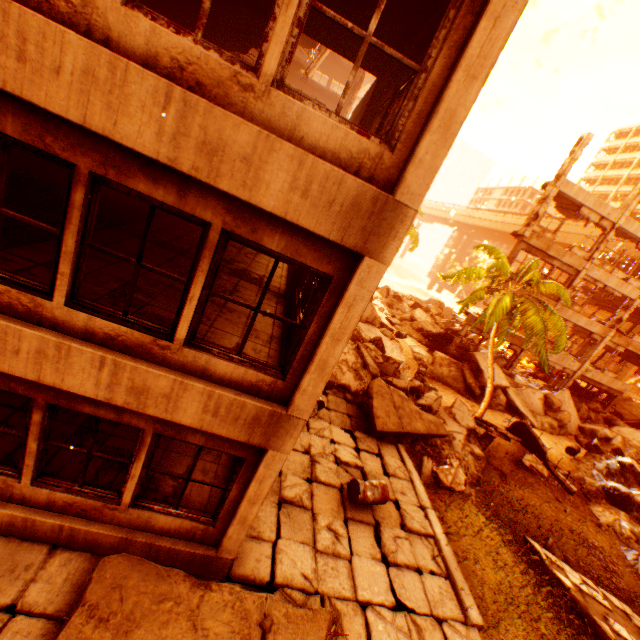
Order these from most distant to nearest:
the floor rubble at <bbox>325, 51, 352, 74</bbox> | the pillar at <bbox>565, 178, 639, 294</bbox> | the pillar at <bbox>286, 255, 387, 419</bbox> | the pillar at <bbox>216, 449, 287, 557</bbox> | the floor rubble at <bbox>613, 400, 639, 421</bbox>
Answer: the floor rubble at <bbox>613, 400, 639, 421</bbox>
the floor rubble at <bbox>325, 51, 352, 74</bbox>
the pillar at <bbox>565, 178, 639, 294</bbox>
the pillar at <bbox>216, 449, 287, 557</bbox>
the pillar at <bbox>286, 255, 387, 419</bbox>

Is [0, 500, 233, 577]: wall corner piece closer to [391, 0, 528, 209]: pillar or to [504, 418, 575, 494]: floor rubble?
[391, 0, 528, 209]: pillar

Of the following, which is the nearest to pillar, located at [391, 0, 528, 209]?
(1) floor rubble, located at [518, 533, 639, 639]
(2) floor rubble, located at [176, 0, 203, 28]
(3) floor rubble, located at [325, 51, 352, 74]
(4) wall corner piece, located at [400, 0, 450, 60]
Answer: (4) wall corner piece, located at [400, 0, 450, 60]

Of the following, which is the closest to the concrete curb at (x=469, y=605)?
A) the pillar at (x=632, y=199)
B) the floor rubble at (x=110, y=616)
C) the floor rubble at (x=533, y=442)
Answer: the floor rubble at (x=110, y=616)

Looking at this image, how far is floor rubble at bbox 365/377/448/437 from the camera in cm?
1088

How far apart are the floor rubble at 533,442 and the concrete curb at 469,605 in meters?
7.8 m

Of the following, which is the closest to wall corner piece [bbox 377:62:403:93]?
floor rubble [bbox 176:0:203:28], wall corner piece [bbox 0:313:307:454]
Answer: floor rubble [bbox 176:0:203:28]

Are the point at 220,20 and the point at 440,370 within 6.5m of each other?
no
